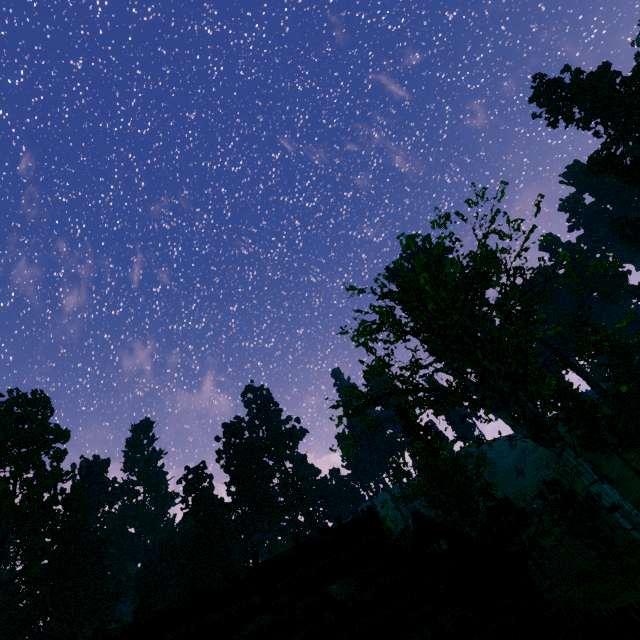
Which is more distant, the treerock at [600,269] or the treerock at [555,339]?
the treerock at [600,269]

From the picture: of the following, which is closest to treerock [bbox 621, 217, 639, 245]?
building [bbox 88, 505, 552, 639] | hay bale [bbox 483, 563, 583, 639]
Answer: building [bbox 88, 505, 552, 639]

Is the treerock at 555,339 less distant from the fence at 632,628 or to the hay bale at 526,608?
the fence at 632,628

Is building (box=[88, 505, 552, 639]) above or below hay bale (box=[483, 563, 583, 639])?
above

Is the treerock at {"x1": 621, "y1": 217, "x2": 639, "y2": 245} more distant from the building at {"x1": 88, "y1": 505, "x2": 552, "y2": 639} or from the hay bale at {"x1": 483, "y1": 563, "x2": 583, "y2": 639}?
the hay bale at {"x1": 483, "y1": 563, "x2": 583, "y2": 639}

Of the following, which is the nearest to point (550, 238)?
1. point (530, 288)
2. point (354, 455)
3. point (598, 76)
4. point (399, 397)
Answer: point (530, 288)

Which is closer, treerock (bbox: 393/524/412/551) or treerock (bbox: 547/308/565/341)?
treerock (bbox: 547/308/565/341)
